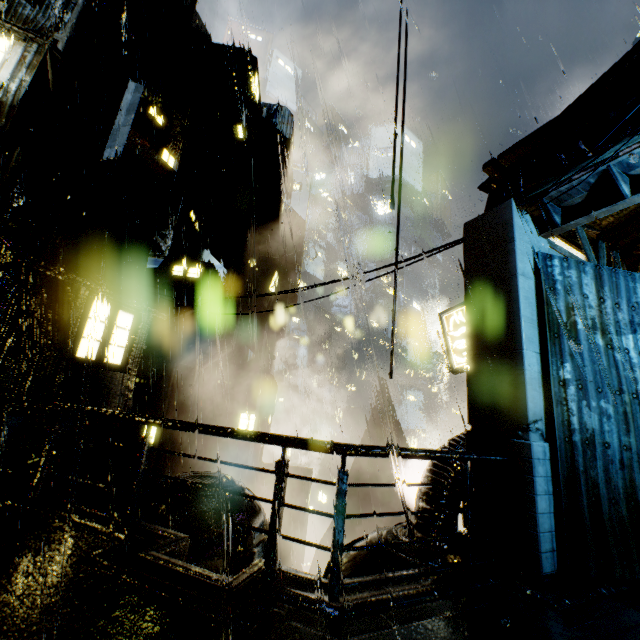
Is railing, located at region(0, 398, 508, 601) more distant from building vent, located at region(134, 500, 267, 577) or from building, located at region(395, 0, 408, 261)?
building vent, located at region(134, 500, 267, 577)

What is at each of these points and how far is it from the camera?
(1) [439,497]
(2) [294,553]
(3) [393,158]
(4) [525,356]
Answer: (1) building, 6.4 meters
(2) building, 15.0 meters
(3) building, 11.9 meters
(4) building, 5.4 meters

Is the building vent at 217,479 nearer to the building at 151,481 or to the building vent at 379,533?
the building at 151,481

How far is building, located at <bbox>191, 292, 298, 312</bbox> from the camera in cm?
1778

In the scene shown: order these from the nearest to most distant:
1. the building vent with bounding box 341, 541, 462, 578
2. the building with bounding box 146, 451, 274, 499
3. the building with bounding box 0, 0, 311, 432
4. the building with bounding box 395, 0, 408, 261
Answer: the building vent with bounding box 341, 541, 462, 578
the building with bounding box 0, 0, 311, 432
the building with bounding box 395, 0, 408, 261
the building with bounding box 146, 451, 274, 499

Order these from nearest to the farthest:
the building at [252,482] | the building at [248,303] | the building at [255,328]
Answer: the building at [255,328] < the building at [248,303] < the building at [252,482]

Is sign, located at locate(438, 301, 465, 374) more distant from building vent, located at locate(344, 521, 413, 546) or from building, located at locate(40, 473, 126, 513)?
building vent, located at locate(344, 521, 413, 546)
